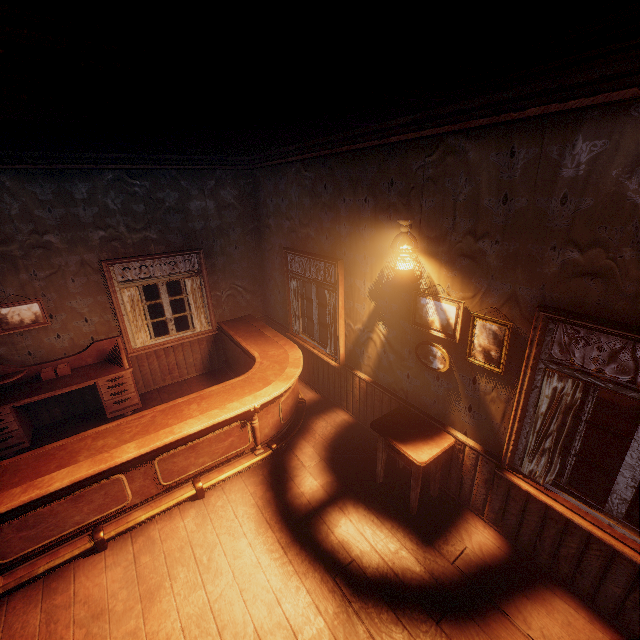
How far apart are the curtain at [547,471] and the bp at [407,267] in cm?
141

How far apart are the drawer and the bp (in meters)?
1.51

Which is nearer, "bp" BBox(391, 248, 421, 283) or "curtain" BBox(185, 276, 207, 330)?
"bp" BBox(391, 248, 421, 283)

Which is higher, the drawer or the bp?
the bp

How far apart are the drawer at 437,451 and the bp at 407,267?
1.5 meters

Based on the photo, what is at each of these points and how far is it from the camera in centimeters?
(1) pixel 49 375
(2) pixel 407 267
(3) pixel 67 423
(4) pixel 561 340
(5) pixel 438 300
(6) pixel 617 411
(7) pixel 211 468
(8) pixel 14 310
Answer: (1) desk, 482cm
(2) bp, 322cm
(3) building, 518cm
(4) curtain, 238cm
(5) photos, 322cm
(6) hay bale, 592cm
(7) table, 394cm
(8) photos, 457cm

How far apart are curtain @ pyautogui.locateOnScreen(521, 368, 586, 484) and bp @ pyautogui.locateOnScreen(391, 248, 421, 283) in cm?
141

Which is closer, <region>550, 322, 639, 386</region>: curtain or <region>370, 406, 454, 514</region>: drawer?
<region>550, 322, 639, 386</region>: curtain
